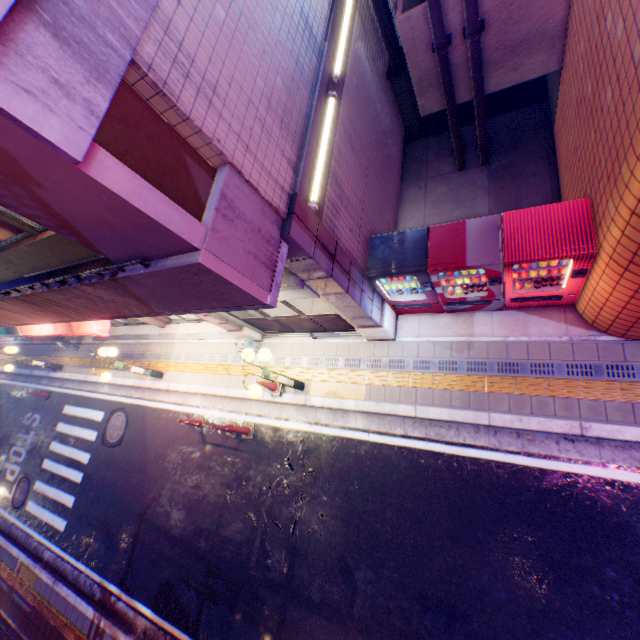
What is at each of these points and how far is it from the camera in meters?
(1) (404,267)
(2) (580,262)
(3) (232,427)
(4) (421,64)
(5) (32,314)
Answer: (1) vending machine, 5.7
(2) vending machine, 4.7
(3) road cone, 8.4
(4) stairs, 6.5
(5) balcony, 6.4

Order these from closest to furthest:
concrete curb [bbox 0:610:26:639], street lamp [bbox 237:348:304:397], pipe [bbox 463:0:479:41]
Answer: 1. pipe [bbox 463:0:479:41]
2. street lamp [bbox 237:348:304:397]
3. concrete curb [bbox 0:610:26:639]

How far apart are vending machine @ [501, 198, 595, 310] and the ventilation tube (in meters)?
4.86

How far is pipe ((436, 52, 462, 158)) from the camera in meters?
6.0

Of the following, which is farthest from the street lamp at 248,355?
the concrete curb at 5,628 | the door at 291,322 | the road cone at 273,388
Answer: the concrete curb at 5,628

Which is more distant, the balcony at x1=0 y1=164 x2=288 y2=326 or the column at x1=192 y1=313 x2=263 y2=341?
the column at x1=192 y1=313 x2=263 y2=341

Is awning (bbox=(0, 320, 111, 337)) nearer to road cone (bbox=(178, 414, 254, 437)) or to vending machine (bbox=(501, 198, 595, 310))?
road cone (bbox=(178, 414, 254, 437))

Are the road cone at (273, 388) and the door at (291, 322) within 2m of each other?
yes
